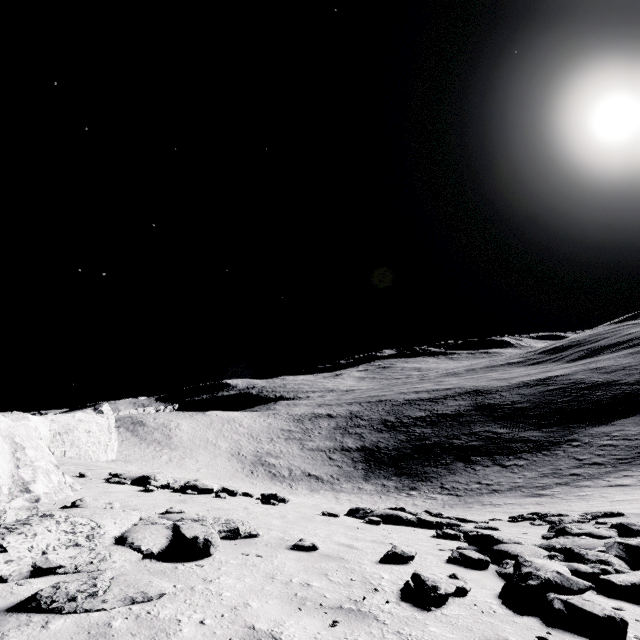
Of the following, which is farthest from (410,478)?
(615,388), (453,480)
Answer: (615,388)

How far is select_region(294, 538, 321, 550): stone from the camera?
5.5m

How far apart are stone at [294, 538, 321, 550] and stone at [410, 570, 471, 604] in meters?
1.9 m

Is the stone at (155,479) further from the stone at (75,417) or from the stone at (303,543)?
the stone at (303,543)

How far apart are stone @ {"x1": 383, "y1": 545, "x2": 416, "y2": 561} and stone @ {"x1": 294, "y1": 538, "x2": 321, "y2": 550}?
1.1m

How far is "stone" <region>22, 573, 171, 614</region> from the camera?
2.7 meters

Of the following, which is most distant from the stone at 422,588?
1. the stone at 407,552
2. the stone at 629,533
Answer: the stone at 407,552

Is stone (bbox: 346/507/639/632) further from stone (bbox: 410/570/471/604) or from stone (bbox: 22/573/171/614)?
stone (bbox: 22/573/171/614)
